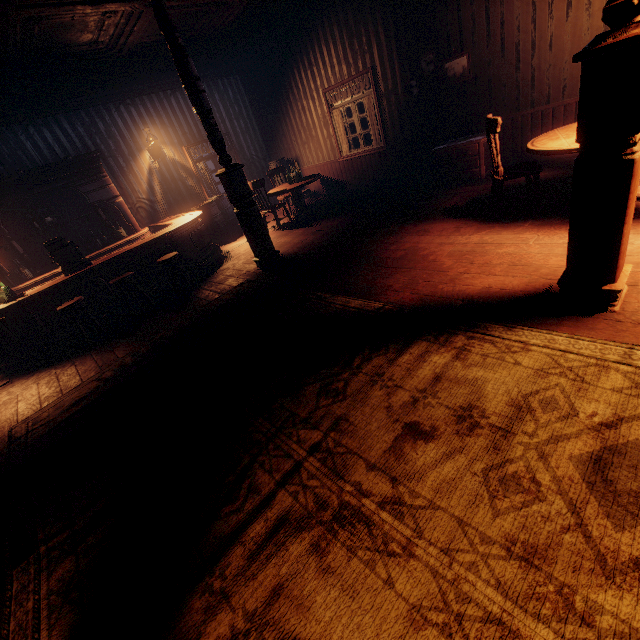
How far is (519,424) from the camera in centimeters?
182cm

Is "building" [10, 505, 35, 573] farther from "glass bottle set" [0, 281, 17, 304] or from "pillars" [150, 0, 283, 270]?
"glass bottle set" [0, 281, 17, 304]

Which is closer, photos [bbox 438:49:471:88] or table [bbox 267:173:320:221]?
photos [bbox 438:49:471:88]

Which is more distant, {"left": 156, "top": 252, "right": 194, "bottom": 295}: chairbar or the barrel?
the barrel

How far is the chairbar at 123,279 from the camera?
5.4m

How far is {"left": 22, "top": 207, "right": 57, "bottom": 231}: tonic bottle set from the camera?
6.9m

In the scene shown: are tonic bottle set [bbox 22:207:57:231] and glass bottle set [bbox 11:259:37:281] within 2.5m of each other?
yes

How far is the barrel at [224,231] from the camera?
8.3 meters
